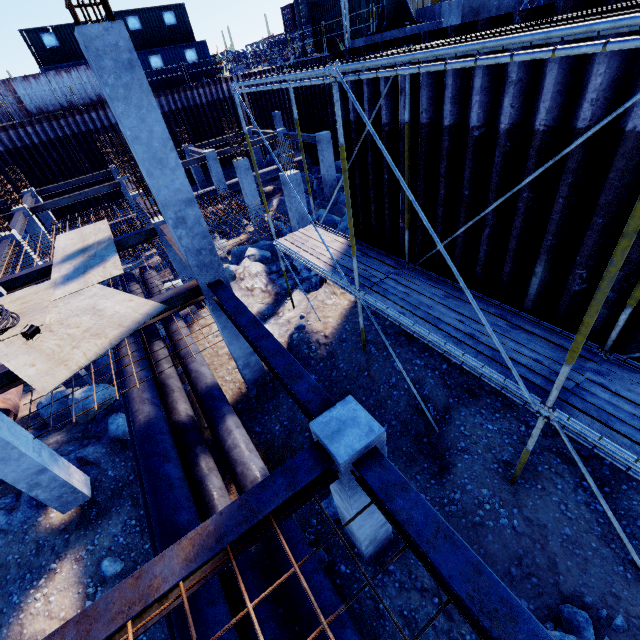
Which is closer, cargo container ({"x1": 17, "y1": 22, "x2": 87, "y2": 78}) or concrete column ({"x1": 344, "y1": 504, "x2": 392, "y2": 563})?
concrete column ({"x1": 344, "y1": 504, "x2": 392, "y2": 563})

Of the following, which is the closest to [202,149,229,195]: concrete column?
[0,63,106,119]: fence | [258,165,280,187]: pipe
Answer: [258,165,280,187]: pipe

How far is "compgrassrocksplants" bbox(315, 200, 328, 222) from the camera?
16.8m

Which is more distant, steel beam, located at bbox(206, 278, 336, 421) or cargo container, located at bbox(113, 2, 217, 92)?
cargo container, located at bbox(113, 2, 217, 92)

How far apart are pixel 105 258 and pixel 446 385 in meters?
9.5 m

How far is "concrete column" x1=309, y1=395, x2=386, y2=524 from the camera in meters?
3.3 m

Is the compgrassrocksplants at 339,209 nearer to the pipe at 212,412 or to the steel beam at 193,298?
the pipe at 212,412

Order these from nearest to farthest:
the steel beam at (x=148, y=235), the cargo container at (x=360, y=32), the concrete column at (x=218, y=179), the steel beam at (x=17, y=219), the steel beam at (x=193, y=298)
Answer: the steel beam at (x=193, y=298), the steel beam at (x=148, y=235), the steel beam at (x=17, y=219), the cargo container at (x=360, y=32), the concrete column at (x=218, y=179)
